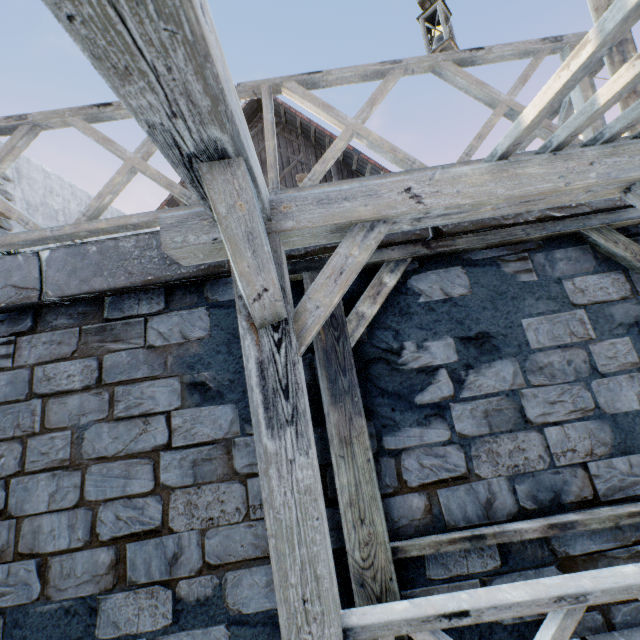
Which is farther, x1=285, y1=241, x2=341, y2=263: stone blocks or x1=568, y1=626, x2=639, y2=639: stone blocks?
x1=285, y1=241, x2=341, y2=263: stone blocks

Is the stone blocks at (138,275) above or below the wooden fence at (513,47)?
below

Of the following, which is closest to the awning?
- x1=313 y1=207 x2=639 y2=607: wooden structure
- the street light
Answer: x1=313 y1=207 x2=639 y2=607: wooden structure

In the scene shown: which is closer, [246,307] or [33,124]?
[246,307]

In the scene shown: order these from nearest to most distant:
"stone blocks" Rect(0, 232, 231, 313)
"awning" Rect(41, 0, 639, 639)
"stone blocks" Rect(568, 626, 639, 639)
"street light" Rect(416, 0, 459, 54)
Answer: "awning" Rect(41, 0, 639, 639) < "stone blocks" Rect(568, 626, 639, 639) < "stone blocks" Rect(0, 232, 231, 313) < "street light" Rect(416, 0, 459, 54)

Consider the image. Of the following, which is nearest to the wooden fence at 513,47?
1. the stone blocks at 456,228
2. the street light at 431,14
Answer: the stone blocks at 456,228

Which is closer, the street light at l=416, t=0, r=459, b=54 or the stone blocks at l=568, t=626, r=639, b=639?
the stone blocks at l=568, t=626, r=639, b=639

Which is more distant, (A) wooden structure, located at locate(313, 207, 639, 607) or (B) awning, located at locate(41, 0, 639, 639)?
(A) wooden structure, located at locate(313, 207, 639, 607)
